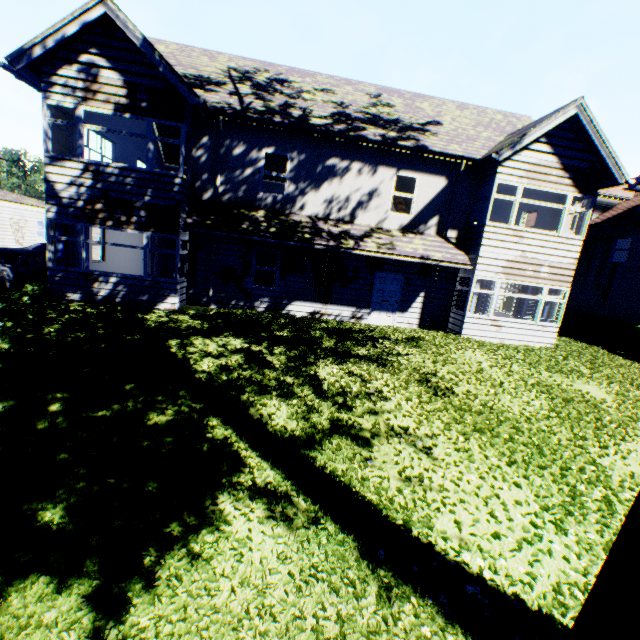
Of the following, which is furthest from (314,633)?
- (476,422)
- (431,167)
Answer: (431,167)

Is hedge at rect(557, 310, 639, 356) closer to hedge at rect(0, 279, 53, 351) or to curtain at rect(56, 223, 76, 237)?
curtain at rect(56, 223, 76, 237)

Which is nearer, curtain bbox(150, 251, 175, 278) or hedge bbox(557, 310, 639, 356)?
curtain bbox(150, 251, 175, 278)

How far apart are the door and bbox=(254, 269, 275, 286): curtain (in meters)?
3.81

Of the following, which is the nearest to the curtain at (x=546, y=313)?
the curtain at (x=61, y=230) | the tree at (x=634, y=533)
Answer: the tree at (x=634, y=533)

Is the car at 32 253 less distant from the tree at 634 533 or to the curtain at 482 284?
the tree at 634 533

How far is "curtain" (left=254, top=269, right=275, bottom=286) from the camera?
12.8m
